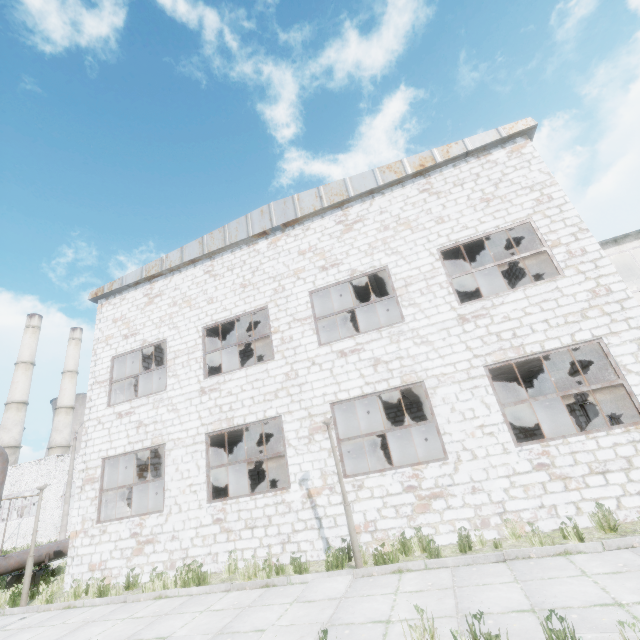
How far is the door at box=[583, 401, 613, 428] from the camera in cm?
1240

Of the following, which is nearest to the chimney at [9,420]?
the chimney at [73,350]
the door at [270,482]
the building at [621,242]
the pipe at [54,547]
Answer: the chimney at [73,350]

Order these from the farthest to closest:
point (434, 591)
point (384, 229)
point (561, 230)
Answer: point (384, 229)
point (561, 230)
point (434, 591)

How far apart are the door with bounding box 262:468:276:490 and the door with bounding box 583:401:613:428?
15.3m

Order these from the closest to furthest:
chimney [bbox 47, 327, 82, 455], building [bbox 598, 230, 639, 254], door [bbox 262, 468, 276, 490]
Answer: building [bbox 598, 230, 639, 254] → door [bbox 262, 468, 276, 490] → chimney [bbox 47, 327, 82, 455]

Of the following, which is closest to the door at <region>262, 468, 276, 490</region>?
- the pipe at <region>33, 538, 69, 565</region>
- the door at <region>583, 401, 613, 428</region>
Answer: the pipe at <region>33, 538, 69, 565</region>

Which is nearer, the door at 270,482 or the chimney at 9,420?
the door at 270,482

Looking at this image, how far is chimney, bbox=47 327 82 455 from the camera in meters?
50.7
